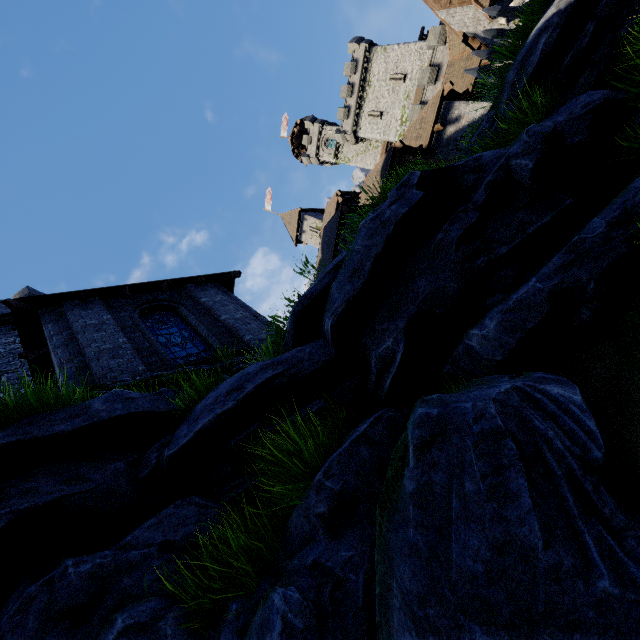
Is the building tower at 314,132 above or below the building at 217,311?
above

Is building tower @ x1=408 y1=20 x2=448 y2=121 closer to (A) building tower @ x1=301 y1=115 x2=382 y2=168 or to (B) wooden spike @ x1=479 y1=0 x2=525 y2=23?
(A) building tower @ x1=301 y1=115 x2=382 y2=168

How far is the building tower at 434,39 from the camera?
29.1 meters

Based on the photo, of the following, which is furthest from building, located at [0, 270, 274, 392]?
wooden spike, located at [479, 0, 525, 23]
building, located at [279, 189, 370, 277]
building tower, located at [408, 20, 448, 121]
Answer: building tower, located at [408, 20, 448, 121]

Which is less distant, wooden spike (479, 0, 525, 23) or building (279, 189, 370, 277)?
wooden spike (479, 0, 525, 23)

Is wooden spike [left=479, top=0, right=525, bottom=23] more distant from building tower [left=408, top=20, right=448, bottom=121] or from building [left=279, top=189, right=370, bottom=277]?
building tower [left=408, top=20, right=448, bottom=121]

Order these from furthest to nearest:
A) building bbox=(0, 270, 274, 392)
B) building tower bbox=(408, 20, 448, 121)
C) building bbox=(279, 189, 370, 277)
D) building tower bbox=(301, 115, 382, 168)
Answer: building tower bbox=(301, 115, 382, 168) → building tower bbox=(408, 20, 448, 121) → building bbox=(279, 189, 370, 277) → building bbox=(0, 270, 274, 392)

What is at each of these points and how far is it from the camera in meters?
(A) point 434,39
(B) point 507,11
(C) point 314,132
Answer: (A) building tower, 29.3 m
(B) wooden spike, 9.2 m
(C) building tower, 52.6 m
